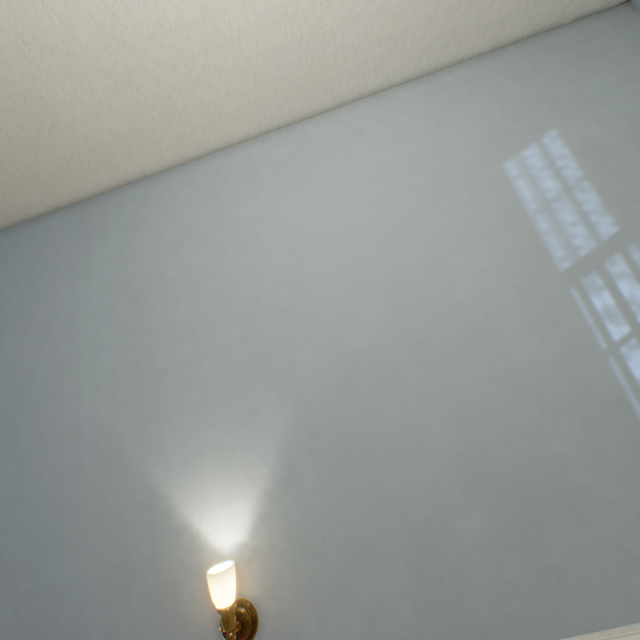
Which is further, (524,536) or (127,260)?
(127,260)
